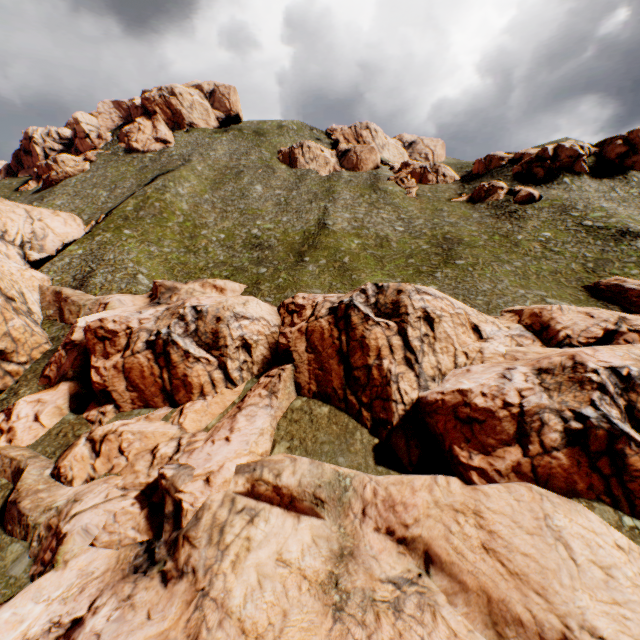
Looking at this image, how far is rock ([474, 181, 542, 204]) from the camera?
51.5m

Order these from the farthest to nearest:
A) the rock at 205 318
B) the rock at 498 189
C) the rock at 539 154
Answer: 1. the rock at 539 154
2. the rock at 498 189
3. the rock at 205 318

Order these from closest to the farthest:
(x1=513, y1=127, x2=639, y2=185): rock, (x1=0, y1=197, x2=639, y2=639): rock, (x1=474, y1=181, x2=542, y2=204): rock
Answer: (x1=0, y1=197, x2=639, y2=639): rock, (x1=474, y1=181, x2=542, y2=204): rock, (x1=513, y1=127, x2=639, y2=185): rock

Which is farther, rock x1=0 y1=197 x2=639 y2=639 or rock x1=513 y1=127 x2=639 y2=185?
rock x1=513 y1=127 x2=639 y2=185

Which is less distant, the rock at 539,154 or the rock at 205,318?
the rock at 205,318

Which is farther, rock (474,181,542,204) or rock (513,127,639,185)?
rock (513,127,639,185)

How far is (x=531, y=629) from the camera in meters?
12.2 m
